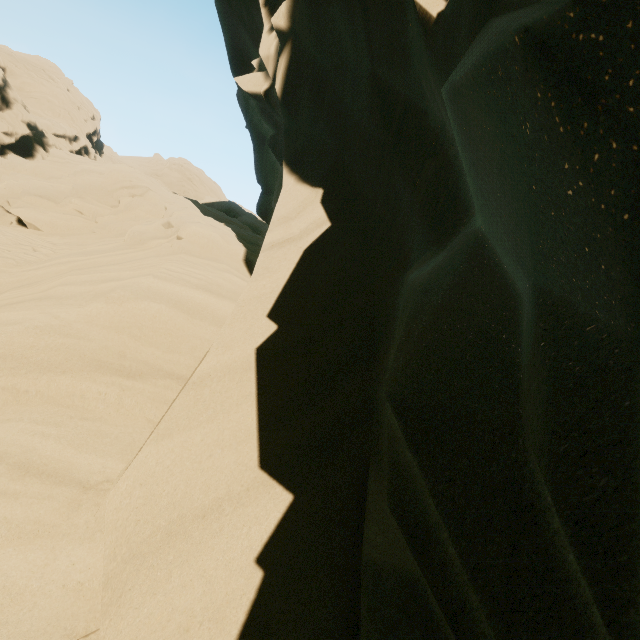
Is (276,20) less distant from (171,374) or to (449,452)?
(171,374)
